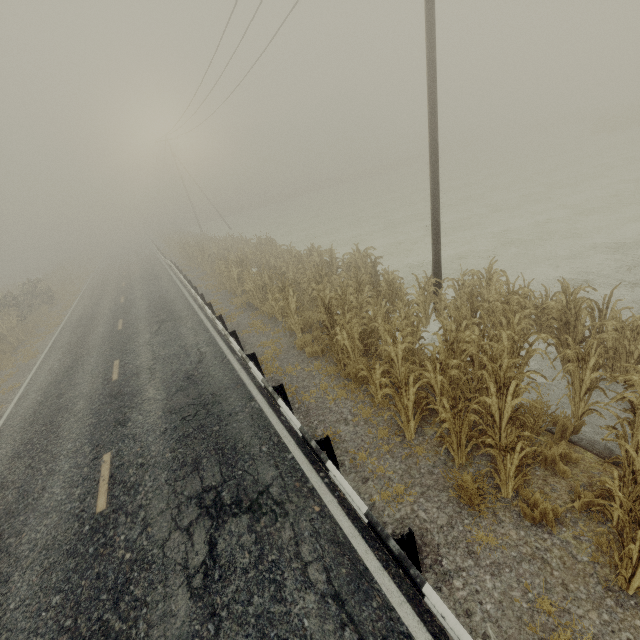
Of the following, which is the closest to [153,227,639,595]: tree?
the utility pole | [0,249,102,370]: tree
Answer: the utility pole

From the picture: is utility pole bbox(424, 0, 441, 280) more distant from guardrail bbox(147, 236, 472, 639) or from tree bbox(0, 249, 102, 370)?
tree bbox(0, 249, 102, 370)

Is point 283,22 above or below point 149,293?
above

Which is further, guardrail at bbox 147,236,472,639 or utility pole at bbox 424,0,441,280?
utility pole at bbox 424,0,441,280

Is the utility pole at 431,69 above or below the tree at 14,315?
above

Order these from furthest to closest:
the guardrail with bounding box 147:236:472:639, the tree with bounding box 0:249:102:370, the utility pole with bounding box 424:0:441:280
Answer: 1. the tree with bounding box 0:249:102:370
2. the utility pole with bounding box 424:0:441:280
3. the guardrail with bounding box 147:236:472:639

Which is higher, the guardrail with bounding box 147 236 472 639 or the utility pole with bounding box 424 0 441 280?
the utility pole with bounding box 424 0 441 280

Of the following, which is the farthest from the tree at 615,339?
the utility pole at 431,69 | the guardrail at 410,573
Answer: the guardrail at 410,573
